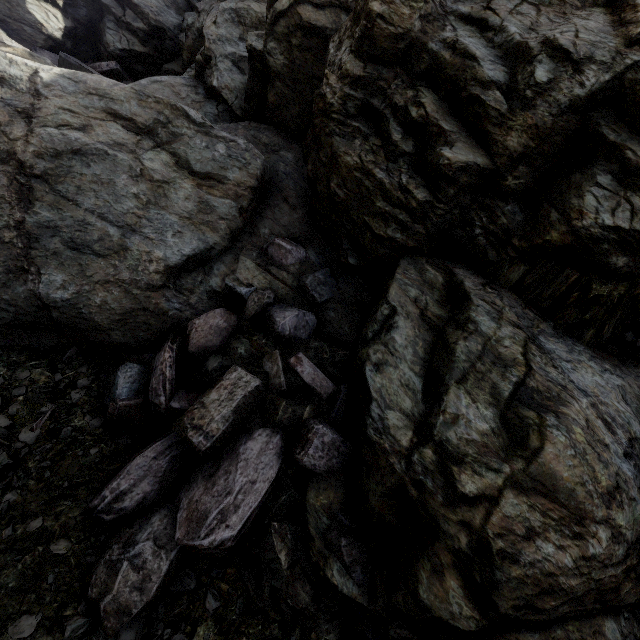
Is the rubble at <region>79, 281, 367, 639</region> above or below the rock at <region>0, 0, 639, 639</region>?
below

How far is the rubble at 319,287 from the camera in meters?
4.9 m

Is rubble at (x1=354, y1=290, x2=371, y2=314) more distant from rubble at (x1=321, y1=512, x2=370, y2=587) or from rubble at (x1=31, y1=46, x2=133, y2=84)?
rubble at (x1=31, y1=46, x2=133, y2=84)

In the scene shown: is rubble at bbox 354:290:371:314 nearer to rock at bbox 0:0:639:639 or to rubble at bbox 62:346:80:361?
rock at bbox 0:0:639:639

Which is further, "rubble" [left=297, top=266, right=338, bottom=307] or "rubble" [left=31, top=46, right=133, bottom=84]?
"rubble" [left=31, top=46, right=133, bottom=84]

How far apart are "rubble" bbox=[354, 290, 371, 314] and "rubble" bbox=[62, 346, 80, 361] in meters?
4.1

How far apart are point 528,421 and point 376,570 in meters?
1.9
